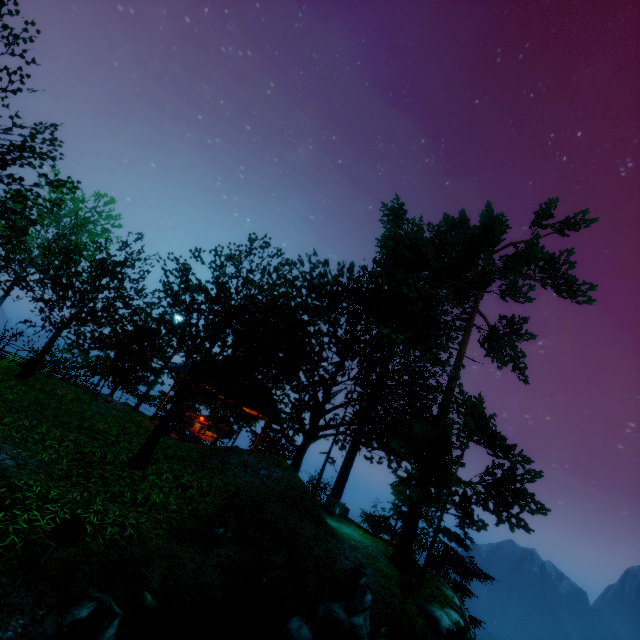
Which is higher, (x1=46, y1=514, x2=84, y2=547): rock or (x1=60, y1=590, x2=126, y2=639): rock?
(x1=46, y1=514, x2=84, y2=547): rock

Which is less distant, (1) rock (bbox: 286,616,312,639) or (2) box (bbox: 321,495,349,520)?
(1) rock (bbox: 286,616,312,639)

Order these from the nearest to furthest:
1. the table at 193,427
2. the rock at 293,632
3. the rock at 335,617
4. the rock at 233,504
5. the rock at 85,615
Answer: the rock at 85,615 → the rock at 293,632 → the rock at 335,617 → the rock at 233,504 → the table at 193,427

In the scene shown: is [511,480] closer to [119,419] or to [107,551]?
[107,551]

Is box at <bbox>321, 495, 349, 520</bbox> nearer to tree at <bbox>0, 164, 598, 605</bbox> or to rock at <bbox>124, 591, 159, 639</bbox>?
tree at <bbox>0, 164, 598, 605</bbox>

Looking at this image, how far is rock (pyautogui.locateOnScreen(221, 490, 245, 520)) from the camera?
7.80m

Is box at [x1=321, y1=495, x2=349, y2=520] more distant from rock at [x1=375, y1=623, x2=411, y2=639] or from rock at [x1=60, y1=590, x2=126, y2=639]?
rock at [x1=60, y1=590, x2=126, y2=639]

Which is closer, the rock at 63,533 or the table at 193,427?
the rock at 63,533
